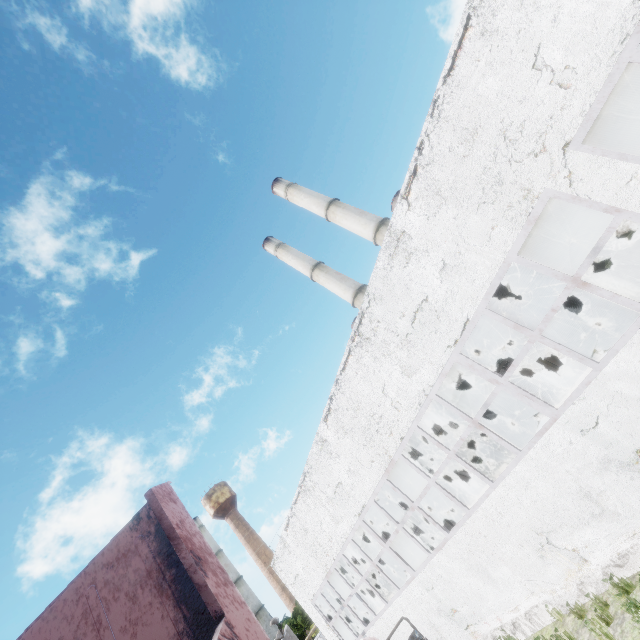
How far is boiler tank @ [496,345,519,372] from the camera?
14.1m

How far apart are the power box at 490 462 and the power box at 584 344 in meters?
7.3 m

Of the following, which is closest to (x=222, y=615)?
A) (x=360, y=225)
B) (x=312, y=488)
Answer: (x=312, y=488)

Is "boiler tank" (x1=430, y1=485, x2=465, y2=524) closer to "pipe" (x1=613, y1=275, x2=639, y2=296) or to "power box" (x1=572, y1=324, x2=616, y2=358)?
"power box" (x1=572, y1=324, x2=616, y2=358)

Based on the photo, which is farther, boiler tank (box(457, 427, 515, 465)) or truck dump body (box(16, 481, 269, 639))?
boiler tank (box(457, 427, 515, 465))

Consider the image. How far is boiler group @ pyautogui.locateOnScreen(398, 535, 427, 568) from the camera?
18.16m

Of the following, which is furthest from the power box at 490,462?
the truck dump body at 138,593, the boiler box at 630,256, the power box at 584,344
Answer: the truck dump body at 138,593

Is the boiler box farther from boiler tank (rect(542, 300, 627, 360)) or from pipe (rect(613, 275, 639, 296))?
pipe (rect(613, 275, 639, 296))
